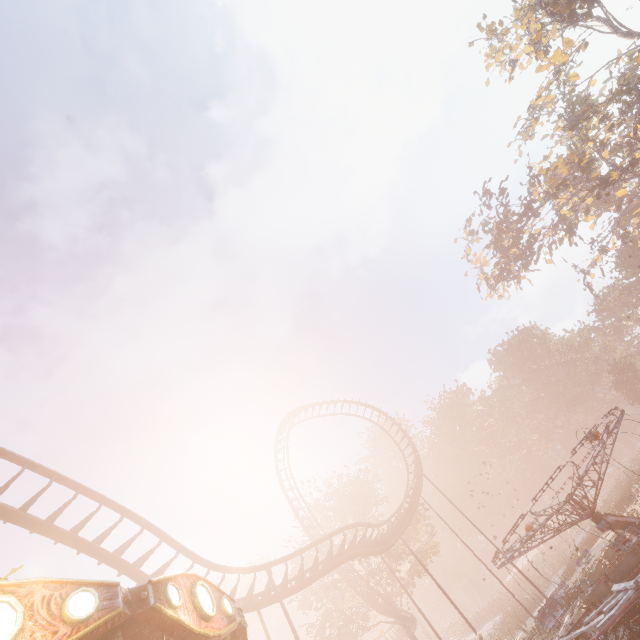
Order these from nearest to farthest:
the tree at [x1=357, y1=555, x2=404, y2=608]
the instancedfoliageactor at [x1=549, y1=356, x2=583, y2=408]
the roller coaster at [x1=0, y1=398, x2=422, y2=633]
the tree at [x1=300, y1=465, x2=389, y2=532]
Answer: the roller coaster at [x1=0, y1=398, x2=422, y2=633], the tree at [x1=357, y1=555, x2=404, y2=608], the tree at [x1=300, y1=465, x2=389, y2=532], the instancedfoliageactor at [x1=549, y1=356, x2=583, y2=408]

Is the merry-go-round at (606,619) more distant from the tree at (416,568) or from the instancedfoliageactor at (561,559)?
the tree at (416,568)

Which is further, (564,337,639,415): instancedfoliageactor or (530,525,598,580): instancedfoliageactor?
(564,337,639,415): instancedfoliageactor

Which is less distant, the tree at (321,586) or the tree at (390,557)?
the tree at (321,586)

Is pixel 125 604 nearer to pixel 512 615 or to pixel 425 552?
pixel 425 552

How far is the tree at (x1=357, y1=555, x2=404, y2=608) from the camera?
27.80m

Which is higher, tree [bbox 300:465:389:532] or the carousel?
tree [bbox 300:465:389:532]
